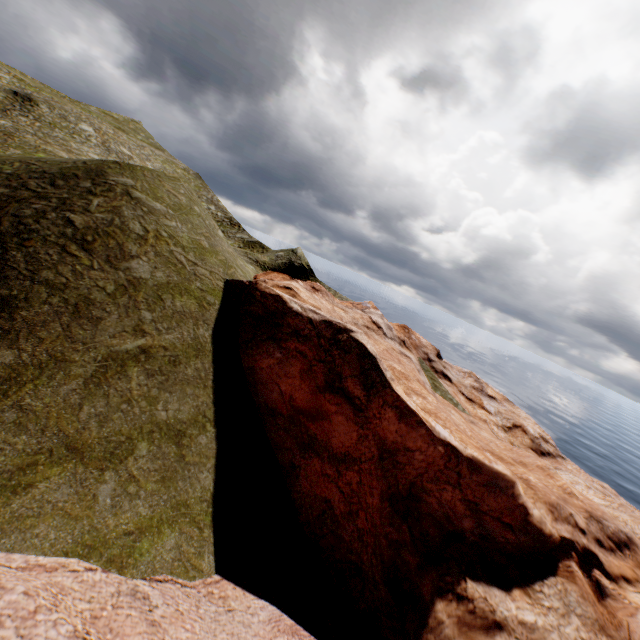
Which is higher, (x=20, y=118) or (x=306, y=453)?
(x=20, y=118)
